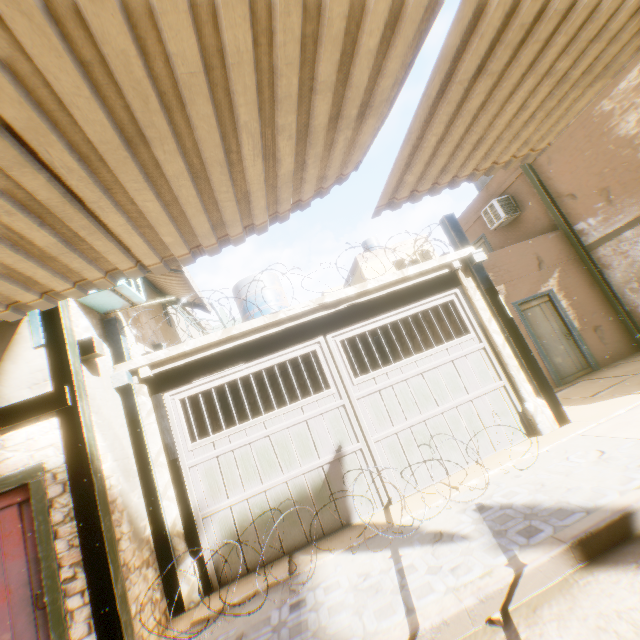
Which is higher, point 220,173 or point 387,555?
point 220,173

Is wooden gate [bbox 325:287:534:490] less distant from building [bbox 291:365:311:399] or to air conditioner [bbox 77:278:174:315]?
building [bbox 291:365:311:399]

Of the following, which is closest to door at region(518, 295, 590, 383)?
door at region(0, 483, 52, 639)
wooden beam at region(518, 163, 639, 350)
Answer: wooden beam at region(518, 163, 639, 350)

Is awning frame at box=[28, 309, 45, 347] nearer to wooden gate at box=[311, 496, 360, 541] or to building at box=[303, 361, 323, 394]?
building at box=[303, 361, 323, 394]

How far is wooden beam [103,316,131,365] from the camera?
5.33m

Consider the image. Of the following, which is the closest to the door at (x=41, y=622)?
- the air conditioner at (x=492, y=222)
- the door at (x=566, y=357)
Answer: the door at (x=566, y=357)

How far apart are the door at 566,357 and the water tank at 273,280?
1.7m

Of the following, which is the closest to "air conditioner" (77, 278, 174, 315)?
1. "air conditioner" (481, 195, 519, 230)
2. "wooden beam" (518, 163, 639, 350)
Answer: "wooden beam" (518, 163, 639, 350)
